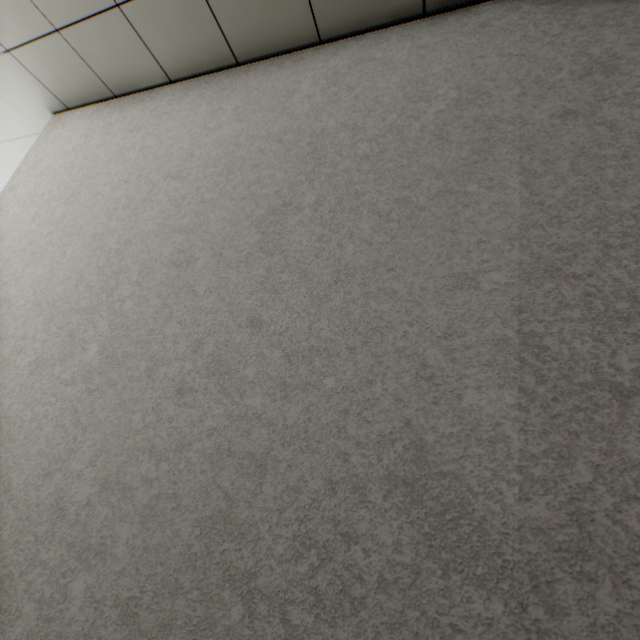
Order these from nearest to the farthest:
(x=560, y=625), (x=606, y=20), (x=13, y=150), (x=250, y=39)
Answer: (x=560, y=625)
(x=606, y=20)
(x=250, y=39)
(x=13, y=150)
